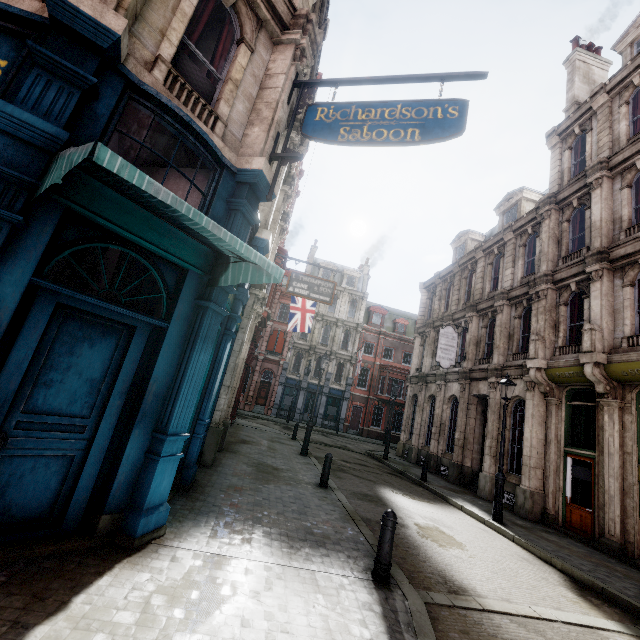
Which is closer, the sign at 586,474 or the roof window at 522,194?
the sign at 586,474

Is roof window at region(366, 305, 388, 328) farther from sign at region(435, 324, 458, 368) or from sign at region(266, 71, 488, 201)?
sign at region(266, 71, 488, 201)

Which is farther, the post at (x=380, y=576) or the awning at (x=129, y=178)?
the post at (x=380, y=576)

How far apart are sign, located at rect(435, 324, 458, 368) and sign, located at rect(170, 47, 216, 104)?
16.1m

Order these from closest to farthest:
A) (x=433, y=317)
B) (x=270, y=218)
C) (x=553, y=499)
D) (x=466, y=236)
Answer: (x=270, y=218) → (x=553, y=499) → (x=466, y=236) → (x=433, y=317)

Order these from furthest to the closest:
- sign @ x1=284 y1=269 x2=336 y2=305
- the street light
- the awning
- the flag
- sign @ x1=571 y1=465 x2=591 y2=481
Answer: the flag, sign @ x1=284 y1=269 x2=336 y2=305, sign @ x1=571 y1=465 x2=591 y2=481, the street light, the awning

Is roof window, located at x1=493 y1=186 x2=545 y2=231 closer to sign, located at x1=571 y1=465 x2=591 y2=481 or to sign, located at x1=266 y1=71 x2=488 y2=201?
sign, located at x1=266 y1=71 x2=488 y2=201

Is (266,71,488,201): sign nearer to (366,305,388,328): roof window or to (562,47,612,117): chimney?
(562,47,612,117): chimney
